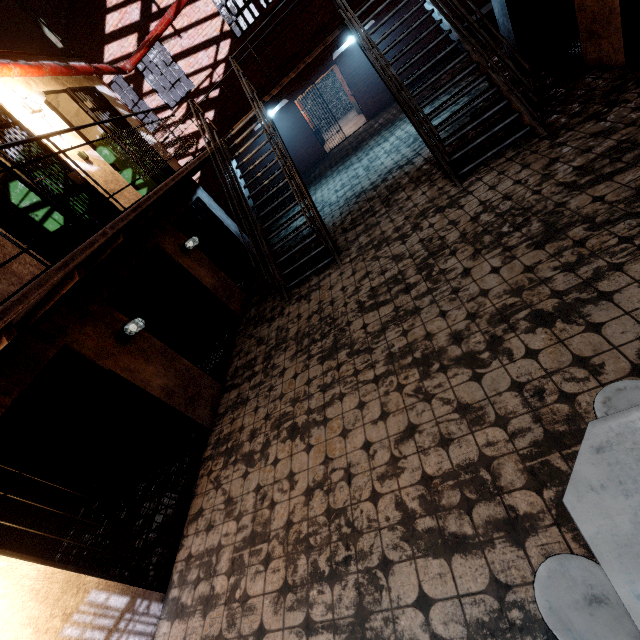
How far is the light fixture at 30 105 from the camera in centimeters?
523cm

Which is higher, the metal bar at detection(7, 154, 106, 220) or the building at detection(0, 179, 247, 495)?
the metal bar at detection(7, 154, 106, 220)

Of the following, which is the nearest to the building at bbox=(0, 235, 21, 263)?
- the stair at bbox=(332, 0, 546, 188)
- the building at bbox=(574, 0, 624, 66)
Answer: the stair at bbox=(332, 0, 546, 188)

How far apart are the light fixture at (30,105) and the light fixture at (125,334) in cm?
404

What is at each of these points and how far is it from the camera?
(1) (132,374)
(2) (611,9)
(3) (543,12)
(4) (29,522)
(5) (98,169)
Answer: (1) building, 4.56m
(2) building, 4.57m
(3) metal bar, 5.86m
(4) building, 5.58m
(5) building, 6.02m

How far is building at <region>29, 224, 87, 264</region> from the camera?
6.4 meters

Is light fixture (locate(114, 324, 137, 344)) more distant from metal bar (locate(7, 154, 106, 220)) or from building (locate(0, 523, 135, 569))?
metal bar (locate(7, 154, 106, 220))

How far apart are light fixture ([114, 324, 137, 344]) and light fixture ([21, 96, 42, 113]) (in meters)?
4.04
